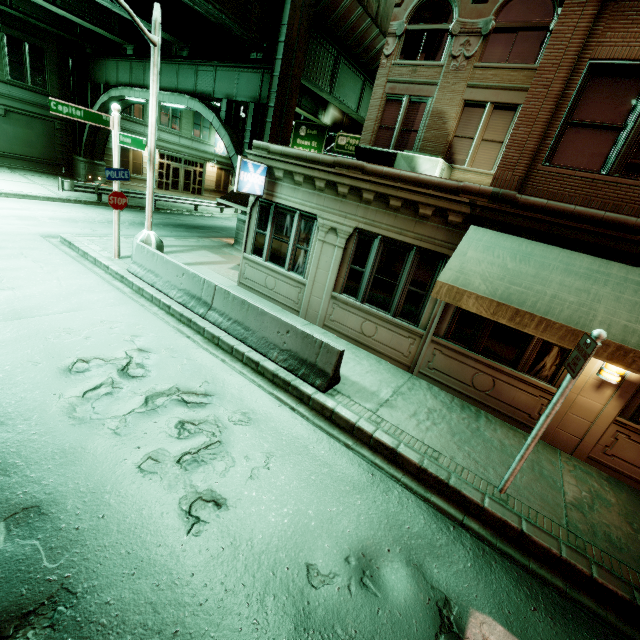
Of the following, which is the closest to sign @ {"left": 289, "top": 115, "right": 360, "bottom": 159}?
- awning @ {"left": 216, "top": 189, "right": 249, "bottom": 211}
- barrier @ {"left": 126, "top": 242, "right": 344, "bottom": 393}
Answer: awning @ {"left": 216, "top": 189, "right": 249, "bottom": 211}

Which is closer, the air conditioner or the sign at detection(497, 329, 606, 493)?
the sign at detection(497, 329, 606, 493)

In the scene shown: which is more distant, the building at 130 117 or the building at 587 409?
the building at 130 117

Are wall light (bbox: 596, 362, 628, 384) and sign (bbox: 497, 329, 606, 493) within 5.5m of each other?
yes

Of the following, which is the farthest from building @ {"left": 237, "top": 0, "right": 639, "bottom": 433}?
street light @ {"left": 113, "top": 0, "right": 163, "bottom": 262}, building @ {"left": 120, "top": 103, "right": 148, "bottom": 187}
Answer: building @ {"left": 120, "top": 103, "right": 148, "bottom": 187}

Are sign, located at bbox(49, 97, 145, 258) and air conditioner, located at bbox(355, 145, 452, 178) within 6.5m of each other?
no

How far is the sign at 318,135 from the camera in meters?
29.2 m

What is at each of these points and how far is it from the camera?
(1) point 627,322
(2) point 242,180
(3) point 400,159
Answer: (1) awning, 5.2 meters
(2) sign, 9.4 meters
(3) air conditioner, 12.2 meters
